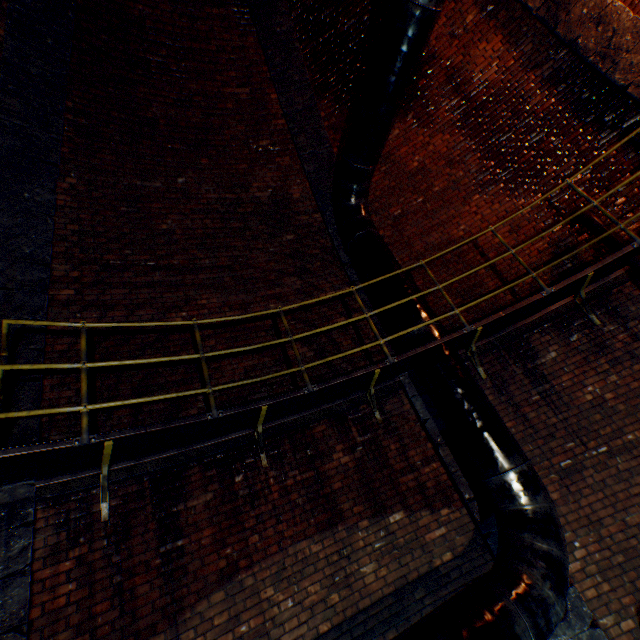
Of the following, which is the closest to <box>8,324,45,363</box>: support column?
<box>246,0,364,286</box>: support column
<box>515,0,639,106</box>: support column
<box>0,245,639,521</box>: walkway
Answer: <box>0,245,639,521</box>: walkway

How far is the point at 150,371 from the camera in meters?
4.6

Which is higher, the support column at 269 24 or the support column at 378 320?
the support column at 269 24

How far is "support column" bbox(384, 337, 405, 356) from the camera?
5.4m

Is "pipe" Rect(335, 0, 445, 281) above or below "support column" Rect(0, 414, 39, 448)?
above

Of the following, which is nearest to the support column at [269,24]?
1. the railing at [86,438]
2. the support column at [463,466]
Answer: the support column at [463,466]

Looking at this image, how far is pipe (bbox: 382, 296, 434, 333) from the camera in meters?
4.6 m
